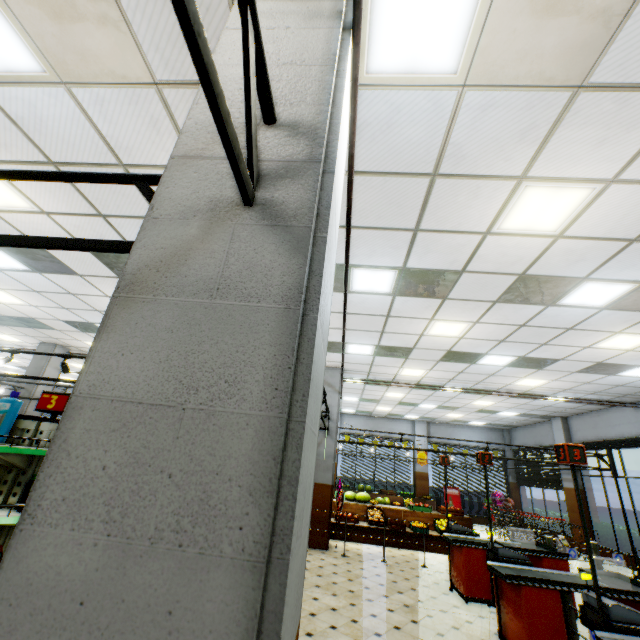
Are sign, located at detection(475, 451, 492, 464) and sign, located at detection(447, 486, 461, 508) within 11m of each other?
no

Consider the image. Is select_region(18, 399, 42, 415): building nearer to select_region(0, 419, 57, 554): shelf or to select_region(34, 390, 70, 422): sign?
select_region(0, 419, 57, 554): shelf

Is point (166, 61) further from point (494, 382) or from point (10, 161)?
point (494, 382)

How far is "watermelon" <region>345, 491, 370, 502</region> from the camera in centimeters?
1125cm

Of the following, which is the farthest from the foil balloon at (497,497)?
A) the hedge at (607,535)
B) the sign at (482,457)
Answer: the sign at (482,457)

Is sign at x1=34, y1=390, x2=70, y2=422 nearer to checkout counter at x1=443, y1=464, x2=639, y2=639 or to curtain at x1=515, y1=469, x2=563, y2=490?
checkout counter at x1=443, y1=464, x2=639, y2=639

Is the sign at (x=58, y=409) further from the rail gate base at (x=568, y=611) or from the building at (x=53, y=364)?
the rail gate base at (x=568, y=611)

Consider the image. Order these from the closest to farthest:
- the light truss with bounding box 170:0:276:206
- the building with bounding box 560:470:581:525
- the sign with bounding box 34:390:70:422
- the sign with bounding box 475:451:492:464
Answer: the light truss with bounding box 170:0:276:206
the sign with bounding box 34:390:70:422
the sign with bounding box 475:451:492:464
the building with bounding box 560:470:581:525
